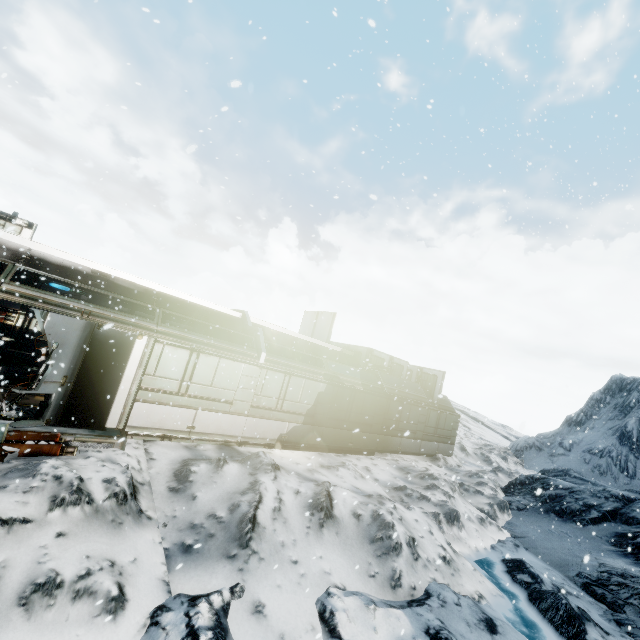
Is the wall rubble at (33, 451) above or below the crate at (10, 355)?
below

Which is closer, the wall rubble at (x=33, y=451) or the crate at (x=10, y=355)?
the wall rubble at (x=33, y=451)

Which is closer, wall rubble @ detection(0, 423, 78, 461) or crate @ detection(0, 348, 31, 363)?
wall rubble @ detection(0, 423, 78, 461)

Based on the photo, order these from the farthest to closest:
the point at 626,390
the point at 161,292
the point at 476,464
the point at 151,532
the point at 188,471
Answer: the point at 626,390
the point at 476,464
the point at 161,292
the point at 188,471
the point at 151,532

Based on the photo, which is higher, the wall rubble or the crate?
the crate
